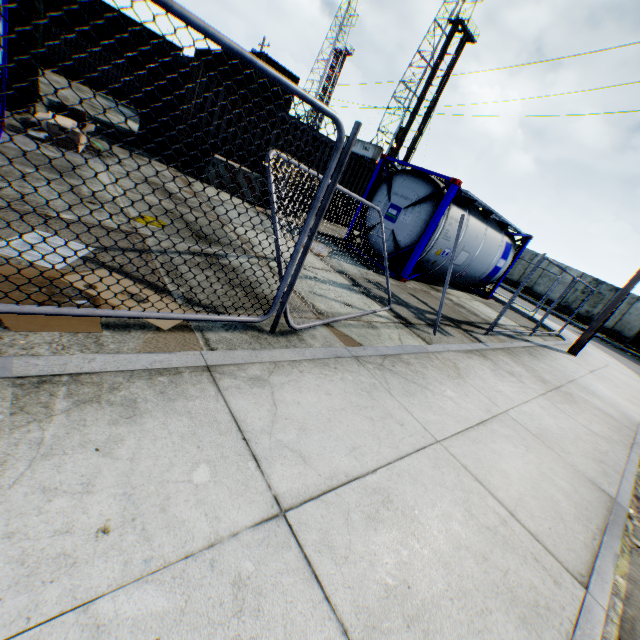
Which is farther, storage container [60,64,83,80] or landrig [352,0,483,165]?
landrig [352,0,483,165]

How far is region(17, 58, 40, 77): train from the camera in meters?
7.2 m

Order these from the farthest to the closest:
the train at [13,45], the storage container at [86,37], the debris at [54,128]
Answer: the storage container at [86,37], the train at [13,45], the debris at [54,128]

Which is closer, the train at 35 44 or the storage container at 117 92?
the train at 35 44

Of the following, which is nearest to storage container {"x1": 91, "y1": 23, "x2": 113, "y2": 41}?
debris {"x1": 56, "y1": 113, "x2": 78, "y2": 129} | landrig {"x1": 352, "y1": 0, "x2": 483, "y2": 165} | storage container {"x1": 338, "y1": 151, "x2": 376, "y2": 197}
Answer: storage container {"x1": 338, "y1": 151, "x2": 376, "y2": 197}

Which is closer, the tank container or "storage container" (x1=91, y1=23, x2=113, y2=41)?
the tank container

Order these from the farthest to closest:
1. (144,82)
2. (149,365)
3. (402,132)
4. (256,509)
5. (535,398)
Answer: (402,132) < (144,82) < (535,398) < (149,365) < (256,509)

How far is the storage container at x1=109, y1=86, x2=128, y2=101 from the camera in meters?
26.2
